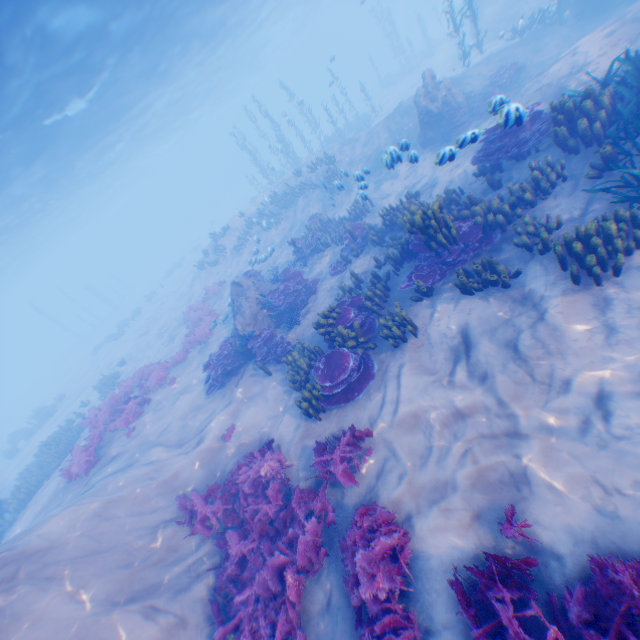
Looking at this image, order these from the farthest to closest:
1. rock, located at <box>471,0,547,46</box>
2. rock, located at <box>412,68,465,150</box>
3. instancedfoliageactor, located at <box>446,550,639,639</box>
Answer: rock, located at <box>471,0,547,46</box>, rock, located at <box>412,68,465,150</box>, instancedfoliageactor, located at <box>446,550,639,639</box>

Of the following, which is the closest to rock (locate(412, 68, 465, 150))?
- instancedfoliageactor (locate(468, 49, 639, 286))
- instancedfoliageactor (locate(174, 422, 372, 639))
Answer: instancedfoliageactor (locate(468, 49, 639, 286))

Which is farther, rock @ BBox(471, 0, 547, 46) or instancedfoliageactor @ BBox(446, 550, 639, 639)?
rock @ BBox(471, 0, 547, 46)

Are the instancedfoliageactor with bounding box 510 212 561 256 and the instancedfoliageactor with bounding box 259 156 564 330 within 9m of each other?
yes

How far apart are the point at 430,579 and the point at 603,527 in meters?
2.3

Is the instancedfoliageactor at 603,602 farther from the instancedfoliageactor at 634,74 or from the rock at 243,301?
the rock at 243,301

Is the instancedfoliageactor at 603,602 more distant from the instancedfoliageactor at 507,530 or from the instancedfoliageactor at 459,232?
the instancedfoliageactor at 459,232

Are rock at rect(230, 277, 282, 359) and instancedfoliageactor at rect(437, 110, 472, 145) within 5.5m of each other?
no
